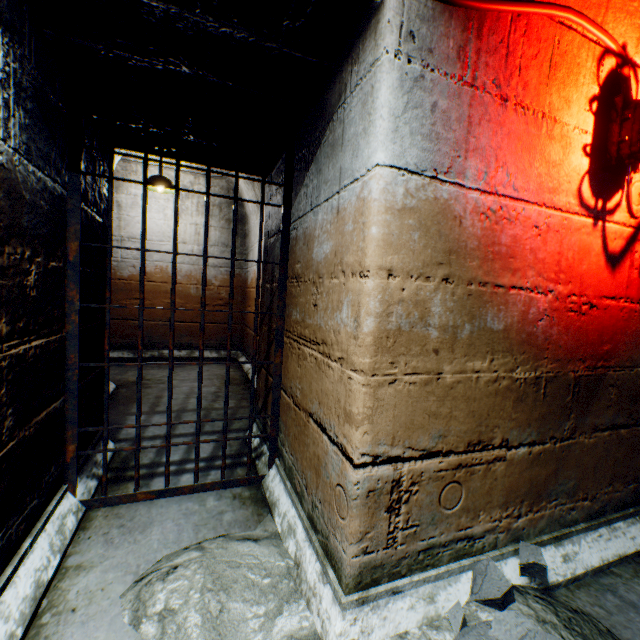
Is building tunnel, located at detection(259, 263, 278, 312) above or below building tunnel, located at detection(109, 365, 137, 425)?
above

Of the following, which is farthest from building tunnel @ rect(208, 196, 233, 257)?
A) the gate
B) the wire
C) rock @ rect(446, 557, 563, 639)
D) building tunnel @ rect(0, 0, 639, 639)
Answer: rock @ rect(446, 557, 563, 639)

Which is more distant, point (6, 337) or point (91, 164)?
point (91, 164)

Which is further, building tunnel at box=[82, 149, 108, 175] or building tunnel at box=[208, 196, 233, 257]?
building tunnel at box=[208, 196, 233, 257]

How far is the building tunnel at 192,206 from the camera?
5.2m

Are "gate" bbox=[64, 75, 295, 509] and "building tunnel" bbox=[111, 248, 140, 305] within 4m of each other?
yes

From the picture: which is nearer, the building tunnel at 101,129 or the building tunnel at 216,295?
the building tunnel at 101,129

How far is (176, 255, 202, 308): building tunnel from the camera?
5.4m
